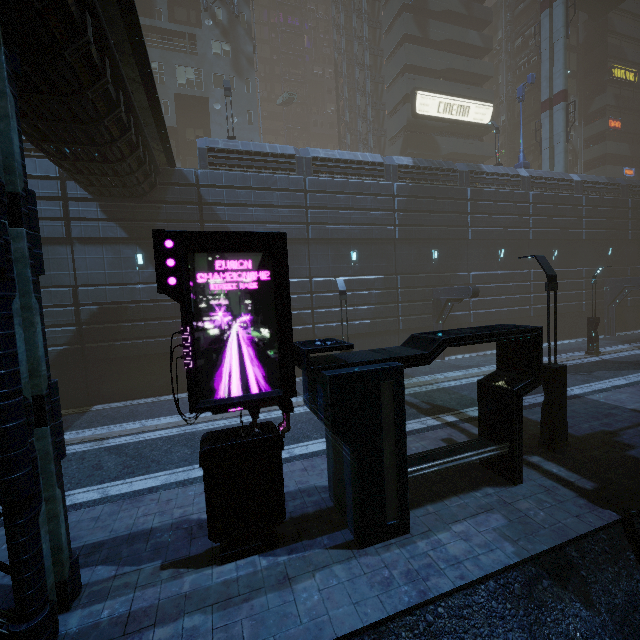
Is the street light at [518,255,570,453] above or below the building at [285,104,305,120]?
below

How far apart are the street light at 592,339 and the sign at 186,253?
22.7 meters

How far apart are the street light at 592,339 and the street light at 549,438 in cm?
1510

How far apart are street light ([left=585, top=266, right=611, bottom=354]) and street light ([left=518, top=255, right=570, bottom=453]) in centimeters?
1510cm

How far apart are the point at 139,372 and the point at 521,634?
17.4 meters

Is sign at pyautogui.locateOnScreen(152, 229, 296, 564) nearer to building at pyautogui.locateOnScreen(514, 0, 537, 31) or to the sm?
building at pyautogui.locateOnScreen(514, 0, 537, 31)

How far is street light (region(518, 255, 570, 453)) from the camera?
8.9 meters

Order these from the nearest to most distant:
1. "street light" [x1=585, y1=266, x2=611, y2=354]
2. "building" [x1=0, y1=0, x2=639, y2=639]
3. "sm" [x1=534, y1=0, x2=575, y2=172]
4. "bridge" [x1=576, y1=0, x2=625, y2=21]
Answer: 1. "building" [x1=0, y1=0, x2=639, y2=639]
2. "street light" [x1=585, y1=266, x2=611, y2=354]
3. "sm" [x1=534, y1=0, x2=575, y2=172]
4. "bridge" [x1=576, y1=0, x2=625, y2=21]
